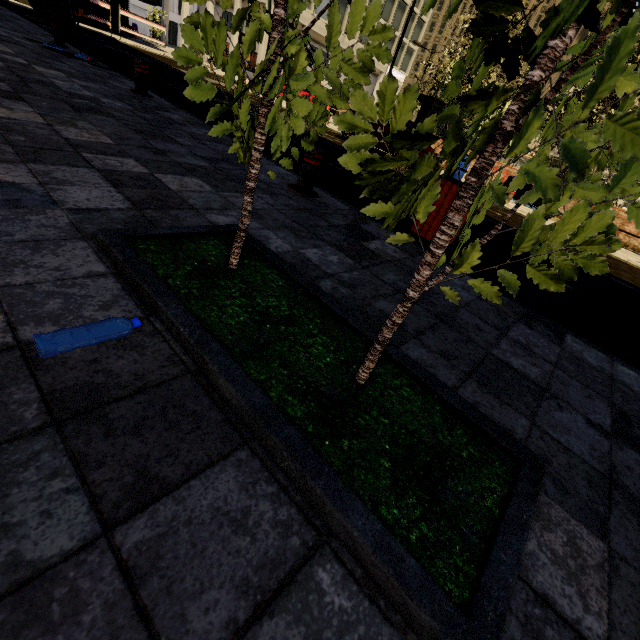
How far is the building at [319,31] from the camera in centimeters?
3241cm

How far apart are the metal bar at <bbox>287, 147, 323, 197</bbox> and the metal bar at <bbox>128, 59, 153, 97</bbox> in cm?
454

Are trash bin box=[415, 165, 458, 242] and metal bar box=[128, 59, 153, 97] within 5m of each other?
no

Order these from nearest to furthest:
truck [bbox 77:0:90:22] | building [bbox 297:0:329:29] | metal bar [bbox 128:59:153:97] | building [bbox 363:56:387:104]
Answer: metal bar [bbox 128:59:153:97]
truck [bbox 77:0:90:22]
building [bbox 297:0:329:29]
building [bbox 363:56:387:104]

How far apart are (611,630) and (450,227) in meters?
1.5 m

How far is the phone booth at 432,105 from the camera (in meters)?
16.10

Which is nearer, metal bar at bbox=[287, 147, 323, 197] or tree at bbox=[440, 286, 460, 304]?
tree at bbox=[440, 286, 460, 304]

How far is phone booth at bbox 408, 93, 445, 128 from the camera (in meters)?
16.10
